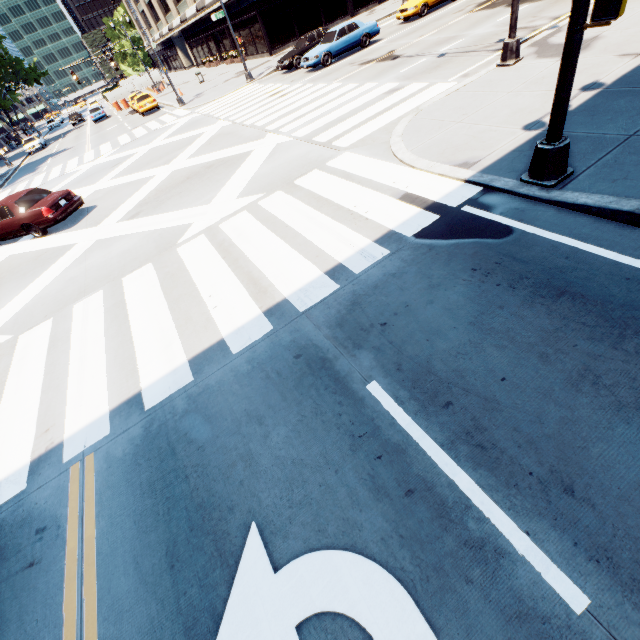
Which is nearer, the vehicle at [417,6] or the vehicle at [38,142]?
the vehicle at [417,6]

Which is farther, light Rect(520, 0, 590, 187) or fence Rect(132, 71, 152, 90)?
fence Rect(132, 71, 152, 90)

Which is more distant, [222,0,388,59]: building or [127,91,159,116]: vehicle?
[222,0,388,59]: building

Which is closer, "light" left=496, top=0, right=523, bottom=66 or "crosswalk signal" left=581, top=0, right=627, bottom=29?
"crosswalk signal" left=581, top=0, right=627, bottom=29

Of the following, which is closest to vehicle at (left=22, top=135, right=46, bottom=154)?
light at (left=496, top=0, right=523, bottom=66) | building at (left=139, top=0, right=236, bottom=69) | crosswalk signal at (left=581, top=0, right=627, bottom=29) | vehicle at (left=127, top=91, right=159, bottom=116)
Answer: vehicle at (left=127, top=91, right=159, bottom=116)

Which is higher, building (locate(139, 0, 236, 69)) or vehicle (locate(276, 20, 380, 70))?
building (locate(139, 0, 236, 69))

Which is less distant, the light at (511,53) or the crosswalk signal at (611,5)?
the crosswalk signal at (611,5)

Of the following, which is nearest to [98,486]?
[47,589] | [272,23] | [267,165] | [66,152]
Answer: [47,589]
